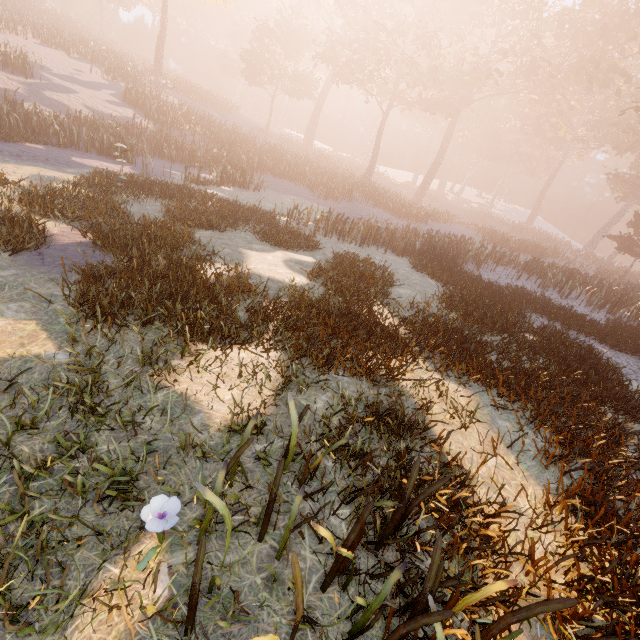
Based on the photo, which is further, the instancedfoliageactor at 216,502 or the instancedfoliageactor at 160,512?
the instancedfoliageactor at 160,512

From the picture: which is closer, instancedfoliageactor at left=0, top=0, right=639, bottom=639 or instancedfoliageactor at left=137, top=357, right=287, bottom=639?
instancedfoliageactor at left=137, top=357, right=287, bottom=639

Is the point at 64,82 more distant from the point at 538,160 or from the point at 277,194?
the point at 538,160
